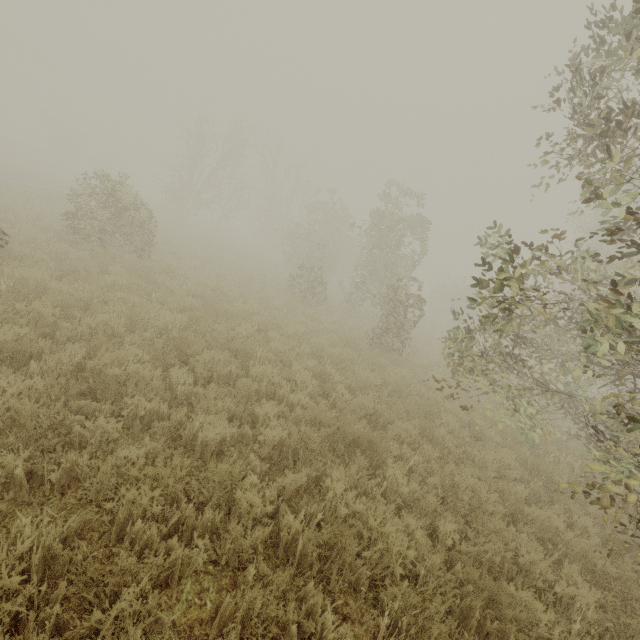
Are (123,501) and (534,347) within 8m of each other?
no
